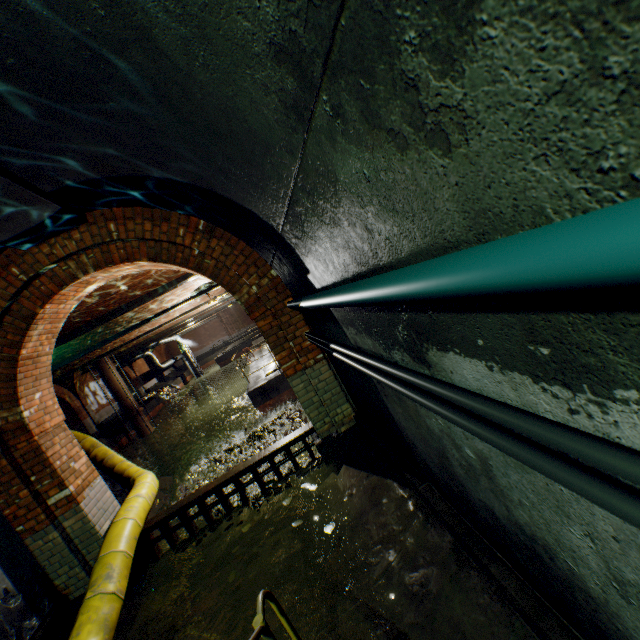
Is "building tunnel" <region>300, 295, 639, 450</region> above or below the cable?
below

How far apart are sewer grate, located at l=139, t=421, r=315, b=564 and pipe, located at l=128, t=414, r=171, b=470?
18.0m

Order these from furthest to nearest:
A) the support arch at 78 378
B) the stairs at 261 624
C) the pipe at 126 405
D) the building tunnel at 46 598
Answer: the support arch at 78 378, the pipe at 126 405, the building tunnel at 46 598, the stairs at 261 624

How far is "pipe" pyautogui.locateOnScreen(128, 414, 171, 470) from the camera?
20.36m

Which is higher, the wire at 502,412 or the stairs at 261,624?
the wire at 502,412

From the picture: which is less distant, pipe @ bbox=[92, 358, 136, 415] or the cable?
the cable

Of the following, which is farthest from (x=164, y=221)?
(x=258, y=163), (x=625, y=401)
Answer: (x=625, y=401)

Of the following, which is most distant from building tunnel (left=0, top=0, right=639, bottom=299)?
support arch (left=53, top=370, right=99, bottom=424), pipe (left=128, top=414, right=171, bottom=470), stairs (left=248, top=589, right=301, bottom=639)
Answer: support arch (left=53, top=370, right=99, bottom=424)
